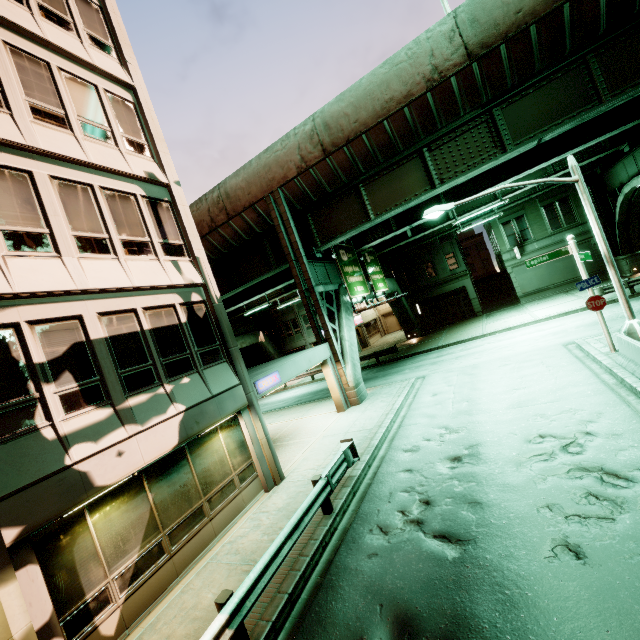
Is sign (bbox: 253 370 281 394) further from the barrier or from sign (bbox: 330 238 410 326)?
the barrier

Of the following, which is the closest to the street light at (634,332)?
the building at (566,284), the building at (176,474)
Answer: the building at (176,474)

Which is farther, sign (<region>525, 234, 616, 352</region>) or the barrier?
sign (<region>525, 234, 616, 352</region>)

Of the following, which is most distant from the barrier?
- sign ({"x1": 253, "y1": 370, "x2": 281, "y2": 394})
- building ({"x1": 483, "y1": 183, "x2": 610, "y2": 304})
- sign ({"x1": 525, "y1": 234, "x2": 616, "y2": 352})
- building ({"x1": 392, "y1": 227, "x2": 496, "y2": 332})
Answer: building ({"x1": 392, "y1": 227, "x2": 496, "y2": 332})

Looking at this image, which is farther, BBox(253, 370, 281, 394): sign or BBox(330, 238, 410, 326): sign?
BBox(330, 238, 410, 326): sign

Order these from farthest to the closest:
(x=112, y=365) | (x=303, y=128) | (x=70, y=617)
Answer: (x=303, y=128) < (x=112, y=365) < (x=70, y=617)

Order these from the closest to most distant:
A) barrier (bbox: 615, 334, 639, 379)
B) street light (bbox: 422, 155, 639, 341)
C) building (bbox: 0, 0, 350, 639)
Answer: building (bbox: 0, 0, 350, 639)
barrier (bbox: 615, 334, 639, 379)
street light (bbox: 422, 155, 639, 341)

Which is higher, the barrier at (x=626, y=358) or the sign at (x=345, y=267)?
the sign at (x=345, y=267)
